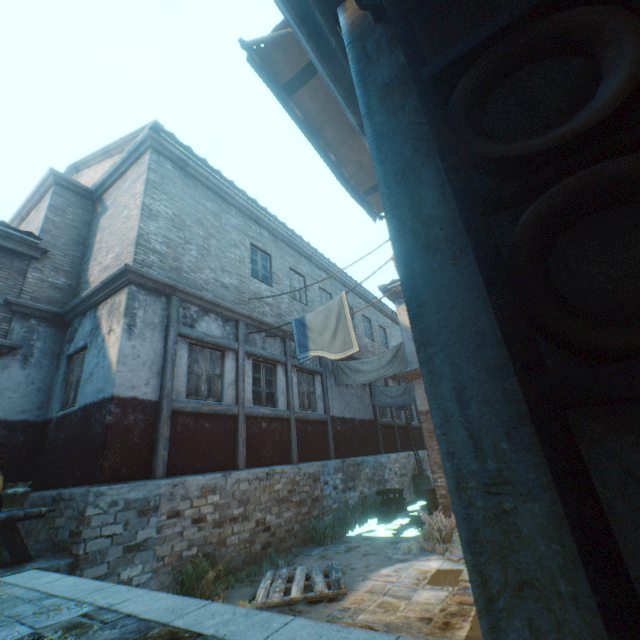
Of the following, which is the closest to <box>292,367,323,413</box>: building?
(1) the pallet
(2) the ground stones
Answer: (2) the ground stones

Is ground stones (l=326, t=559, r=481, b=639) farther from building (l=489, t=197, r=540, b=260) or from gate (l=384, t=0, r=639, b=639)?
gate (l=384, t=0, r=639, b=639)

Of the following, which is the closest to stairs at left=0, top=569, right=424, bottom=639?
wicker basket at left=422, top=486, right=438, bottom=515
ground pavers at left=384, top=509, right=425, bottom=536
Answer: ground pavers at left=384, top=509, right=425, bottom=536

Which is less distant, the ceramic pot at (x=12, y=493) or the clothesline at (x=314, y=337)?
the ceramic pot at (x=12, y=493)

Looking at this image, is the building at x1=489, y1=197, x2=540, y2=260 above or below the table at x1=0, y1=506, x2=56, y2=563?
above

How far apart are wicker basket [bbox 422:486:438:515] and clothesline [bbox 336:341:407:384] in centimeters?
337cm

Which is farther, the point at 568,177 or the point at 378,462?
the point at 378,462

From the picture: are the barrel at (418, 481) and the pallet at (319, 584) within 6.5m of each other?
no
